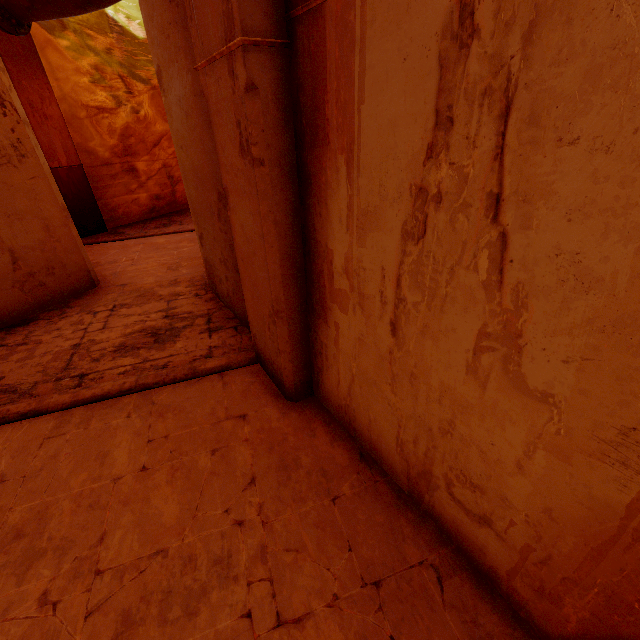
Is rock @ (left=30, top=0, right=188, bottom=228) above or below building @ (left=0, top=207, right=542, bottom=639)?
above

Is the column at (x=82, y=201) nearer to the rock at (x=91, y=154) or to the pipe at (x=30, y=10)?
the rock at (x=91, y=154)

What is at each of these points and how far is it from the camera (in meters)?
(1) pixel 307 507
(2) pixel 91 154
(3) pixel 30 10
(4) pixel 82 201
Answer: (1) building, 2.54
(2) rock, 9.46
(3) pipe, 3.60
(4) column, 9.28

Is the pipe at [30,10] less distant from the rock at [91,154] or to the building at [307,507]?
the building at [307,507]

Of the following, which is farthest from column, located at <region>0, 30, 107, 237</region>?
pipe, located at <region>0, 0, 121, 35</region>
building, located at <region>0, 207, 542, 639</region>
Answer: pipe, located at <region>0, 0, 121, 35</region>

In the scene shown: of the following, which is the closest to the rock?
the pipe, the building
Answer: the building

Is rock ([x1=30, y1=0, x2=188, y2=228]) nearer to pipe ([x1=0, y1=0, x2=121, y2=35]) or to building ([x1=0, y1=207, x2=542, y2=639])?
building ([x1=0, y1=207, x2=542, y2=639])

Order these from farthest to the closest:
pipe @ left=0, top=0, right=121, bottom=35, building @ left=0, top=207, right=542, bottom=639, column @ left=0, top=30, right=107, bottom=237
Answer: column @ left=0, top=30, right=107, bottom=237
pipe @ left=0, top=0, right=121, bottom=35
building @ left=0, top=207, right=542, bottom=639
